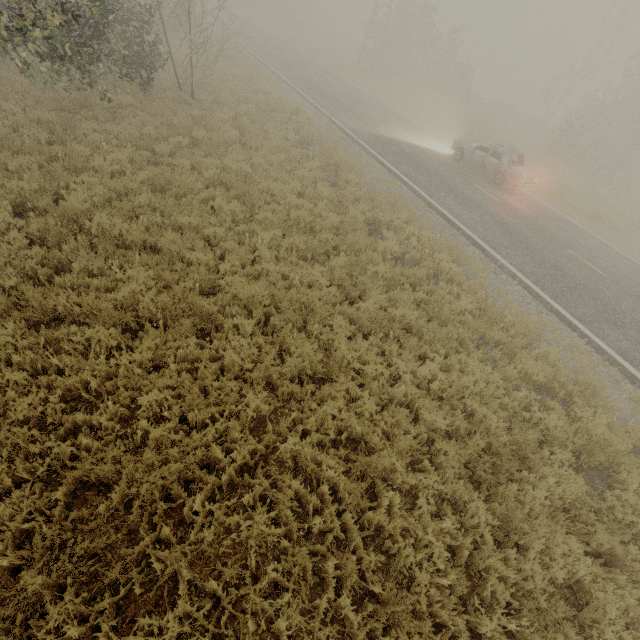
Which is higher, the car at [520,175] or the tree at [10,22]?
the tree at [10,22]

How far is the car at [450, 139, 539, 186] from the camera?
14.6 meters

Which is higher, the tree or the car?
the tree

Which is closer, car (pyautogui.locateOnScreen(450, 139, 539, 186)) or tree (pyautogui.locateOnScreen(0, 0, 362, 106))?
tree (pyautogui.locateOnScreen(0, 0, 362, 106))

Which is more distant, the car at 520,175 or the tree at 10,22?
the car at 520,175

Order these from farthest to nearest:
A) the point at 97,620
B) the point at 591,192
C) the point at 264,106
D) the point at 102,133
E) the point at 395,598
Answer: the point at 591,192 < the point at 264,106 < the point at 102,133 < the point at 395,598 < the point at 97,620
